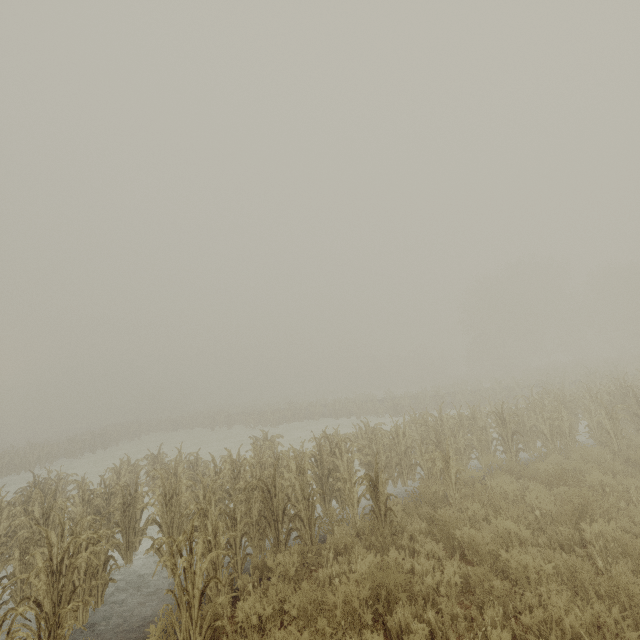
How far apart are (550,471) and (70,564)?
9.6 meters
